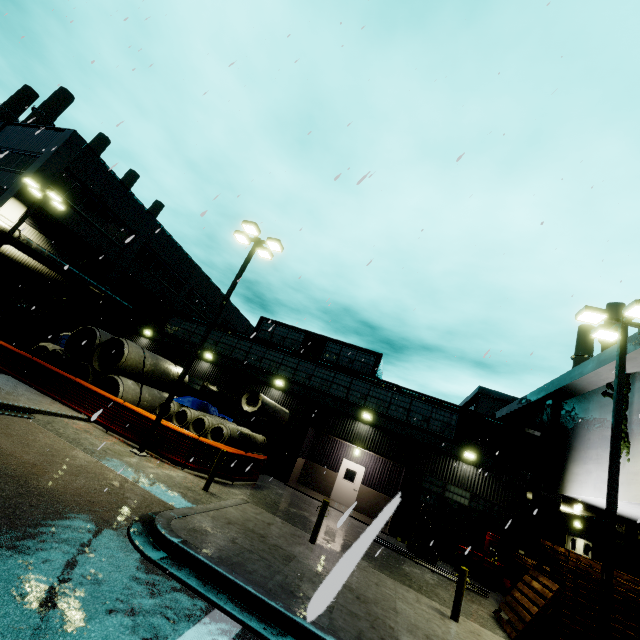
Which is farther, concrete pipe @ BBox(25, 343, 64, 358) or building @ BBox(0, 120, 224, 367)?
building @ BBox(0, 120, 224, 367)

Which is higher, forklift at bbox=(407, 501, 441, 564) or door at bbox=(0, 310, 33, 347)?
door at bbox=(0, 310, 33, 347)

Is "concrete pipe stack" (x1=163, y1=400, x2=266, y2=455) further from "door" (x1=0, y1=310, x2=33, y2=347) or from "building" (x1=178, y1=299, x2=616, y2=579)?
"door" (x1=0, y1=310, x2=33, y2=347)

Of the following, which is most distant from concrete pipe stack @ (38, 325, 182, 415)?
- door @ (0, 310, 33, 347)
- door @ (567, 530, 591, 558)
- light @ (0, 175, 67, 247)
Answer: door @ (567, 530, 591, 558)

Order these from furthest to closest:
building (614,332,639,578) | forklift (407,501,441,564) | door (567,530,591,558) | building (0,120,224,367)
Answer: → building (0,120,224,367), door (567,530,591,558), forklift (407,501,441,564), building (614,332,639,578)

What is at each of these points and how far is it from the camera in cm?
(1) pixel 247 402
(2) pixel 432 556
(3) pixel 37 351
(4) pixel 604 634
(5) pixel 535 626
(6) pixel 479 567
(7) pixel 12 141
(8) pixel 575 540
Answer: (1) concrete pipe, 1625
(2) forklift, 1366
(3) concrete pipe, 1897
(4) light, 754
(5) pallet, 883
(6) oil drum, 1492
(7) building, 2334
(8) door, 2064

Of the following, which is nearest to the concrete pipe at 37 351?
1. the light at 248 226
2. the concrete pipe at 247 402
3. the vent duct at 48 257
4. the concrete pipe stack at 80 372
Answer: the concrete pipe stack at 80 372

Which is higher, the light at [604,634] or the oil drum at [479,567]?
the light at [604,634]
